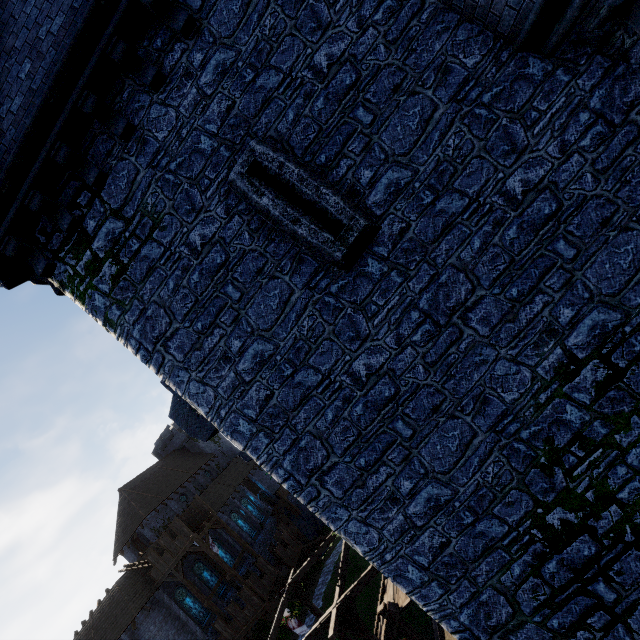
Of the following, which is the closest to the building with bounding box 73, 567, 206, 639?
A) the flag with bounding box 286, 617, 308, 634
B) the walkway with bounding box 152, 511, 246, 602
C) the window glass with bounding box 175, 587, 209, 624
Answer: the walkway with bounding box 152, 511, 246, 602

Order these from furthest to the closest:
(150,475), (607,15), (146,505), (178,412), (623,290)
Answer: (150,475)
(146,505)
(178,412)
(623,290)
(607,15)

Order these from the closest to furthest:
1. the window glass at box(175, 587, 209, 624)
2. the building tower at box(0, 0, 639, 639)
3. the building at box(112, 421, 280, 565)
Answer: the building tower at box(0, 0, 639, 639), the window glass at box(175, 587, 209, 624), the building at box(112, 421, 280, 565)

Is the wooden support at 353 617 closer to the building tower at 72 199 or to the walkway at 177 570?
the building tower at 72 199

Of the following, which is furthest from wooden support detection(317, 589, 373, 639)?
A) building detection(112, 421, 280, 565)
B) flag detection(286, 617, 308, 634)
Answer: building detection(112, 421, 280, 565)

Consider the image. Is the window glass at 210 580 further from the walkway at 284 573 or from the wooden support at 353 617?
the wooden support at 353 617

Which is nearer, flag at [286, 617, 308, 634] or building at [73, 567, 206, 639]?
flag at [286, 617, 308, 634]

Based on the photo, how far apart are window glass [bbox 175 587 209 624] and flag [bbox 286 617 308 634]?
16.58m
